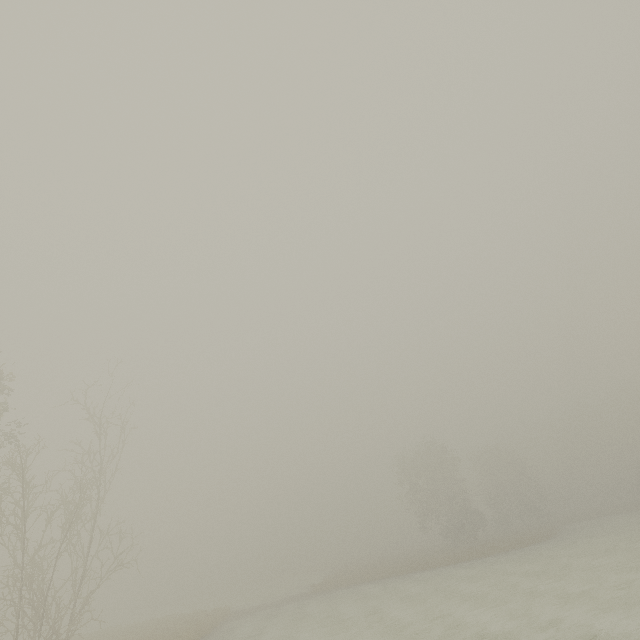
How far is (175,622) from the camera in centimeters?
2817cm
